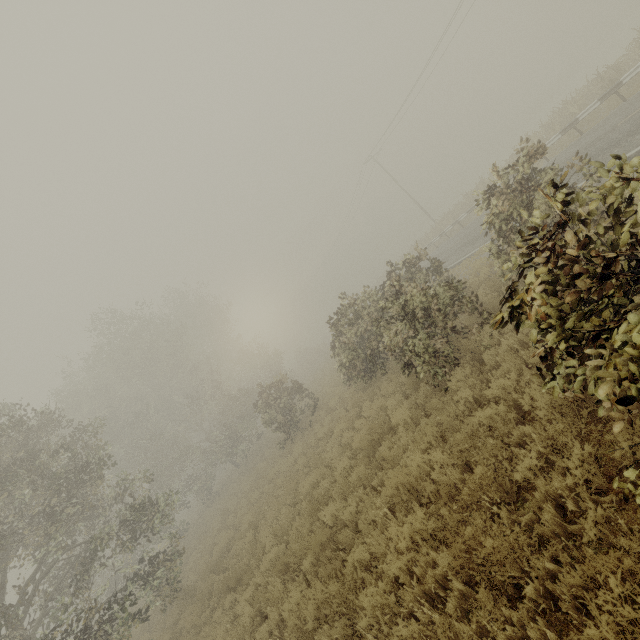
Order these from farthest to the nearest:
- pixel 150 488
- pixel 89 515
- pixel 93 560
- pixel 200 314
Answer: pixel 200 314 → pixel 150 488 → pixel 89 515 → pixel 93 560
